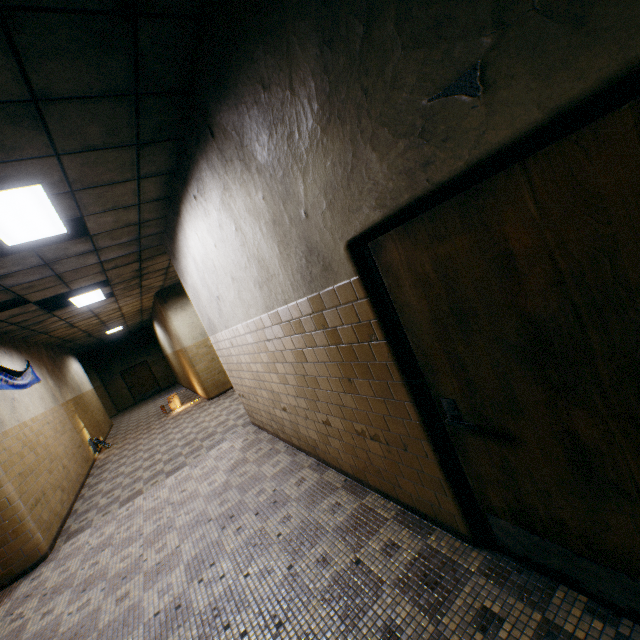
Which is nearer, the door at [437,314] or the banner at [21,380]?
the door at [437,314]

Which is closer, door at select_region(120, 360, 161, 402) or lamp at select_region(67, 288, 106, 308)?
lamp at select_region(67, 288, 106, 308)

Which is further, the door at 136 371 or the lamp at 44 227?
the door at 136 371

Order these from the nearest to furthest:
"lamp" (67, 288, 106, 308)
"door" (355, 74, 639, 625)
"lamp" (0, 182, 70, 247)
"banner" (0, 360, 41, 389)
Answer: "door" (355, 74, 639, 625) < "lamp" (0, 182, 70, 247) < "banner" (0, 360, 41, 389) < "lamp" (67, 288, 106, 308)

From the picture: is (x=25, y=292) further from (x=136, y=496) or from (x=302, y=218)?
(x=302, y=218)

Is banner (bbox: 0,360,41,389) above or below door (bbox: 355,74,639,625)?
above

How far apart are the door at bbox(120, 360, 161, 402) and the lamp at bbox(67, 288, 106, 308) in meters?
13.6

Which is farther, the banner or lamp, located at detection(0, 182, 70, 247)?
the banner
